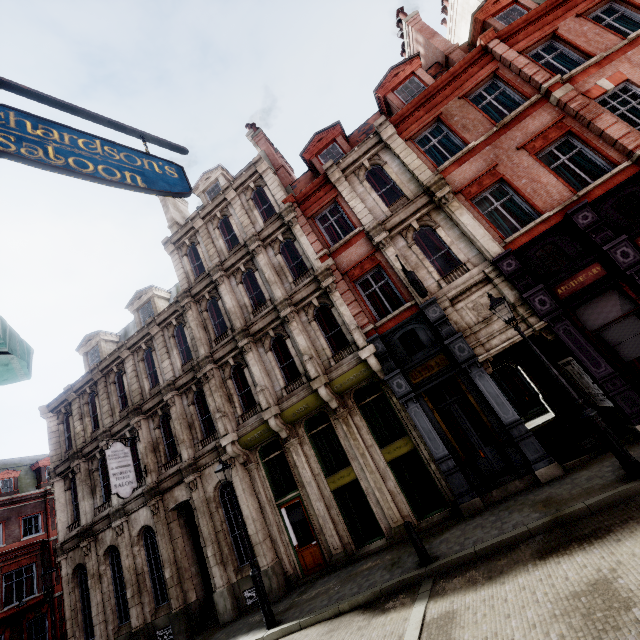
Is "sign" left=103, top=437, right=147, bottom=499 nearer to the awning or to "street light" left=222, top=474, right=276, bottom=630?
"street light" left=222, top=474, right=276, bottom=630

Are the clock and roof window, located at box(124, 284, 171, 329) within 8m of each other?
no

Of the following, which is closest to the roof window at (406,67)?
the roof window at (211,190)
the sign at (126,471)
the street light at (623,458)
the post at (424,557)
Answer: the roof window at (211,190)

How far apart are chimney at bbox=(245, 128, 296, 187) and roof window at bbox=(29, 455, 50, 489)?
33.11m

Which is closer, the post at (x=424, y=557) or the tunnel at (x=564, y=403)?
the post at (x=424, y=557)

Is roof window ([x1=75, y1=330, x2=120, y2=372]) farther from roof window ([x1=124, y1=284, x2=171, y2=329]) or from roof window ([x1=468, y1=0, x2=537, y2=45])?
roof window ([x1=468, y1=0, x2=537, y2=45])

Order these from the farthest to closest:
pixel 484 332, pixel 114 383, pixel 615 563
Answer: pixel 114 383
pixel 484 332
pixel 615 563

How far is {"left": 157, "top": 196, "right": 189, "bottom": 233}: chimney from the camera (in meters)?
20.42
